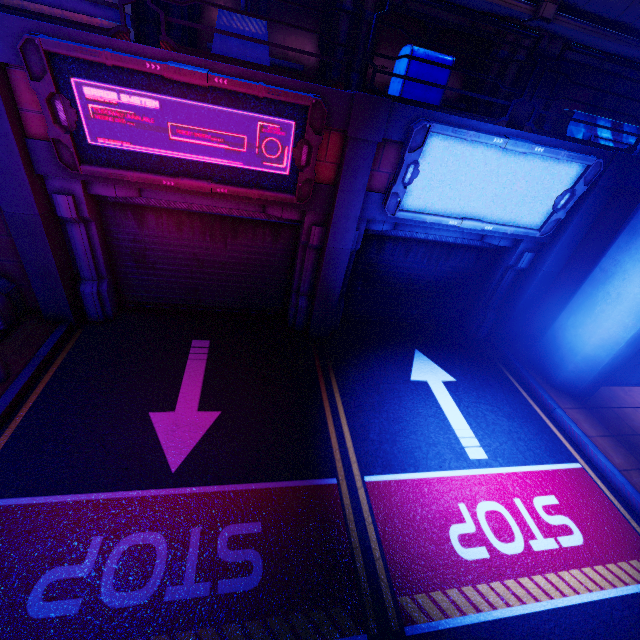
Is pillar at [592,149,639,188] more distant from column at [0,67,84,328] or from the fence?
column at [0,67,84,328]

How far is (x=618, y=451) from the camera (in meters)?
6.24

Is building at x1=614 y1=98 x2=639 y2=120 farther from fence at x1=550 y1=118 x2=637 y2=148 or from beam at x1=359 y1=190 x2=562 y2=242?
beam at x1=359 y1=190 x2=562 y2=242

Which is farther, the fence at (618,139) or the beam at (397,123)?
the fence at (618,139)

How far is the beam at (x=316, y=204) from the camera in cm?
486

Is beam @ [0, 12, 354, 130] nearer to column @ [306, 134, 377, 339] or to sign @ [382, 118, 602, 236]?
column @ [306, 134, 377, 339]

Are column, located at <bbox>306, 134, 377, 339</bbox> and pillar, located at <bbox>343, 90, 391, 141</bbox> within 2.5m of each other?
yes

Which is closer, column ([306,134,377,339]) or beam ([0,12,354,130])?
beam ([0,12,354,130])
